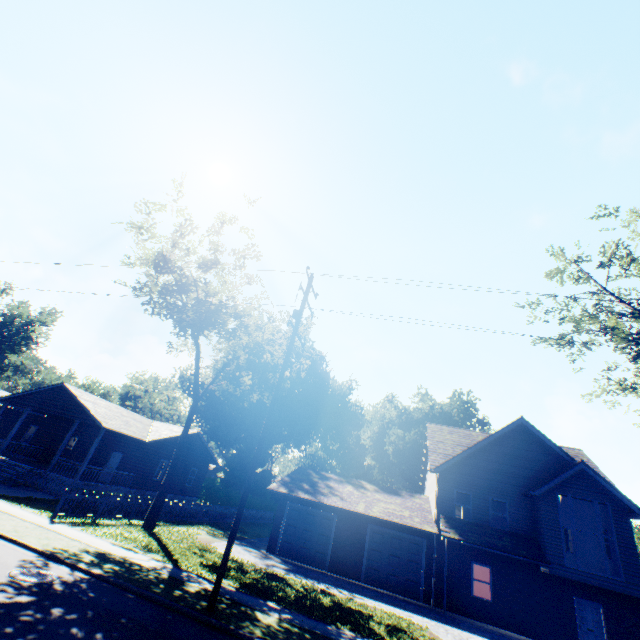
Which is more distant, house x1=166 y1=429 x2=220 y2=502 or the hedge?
the hedge

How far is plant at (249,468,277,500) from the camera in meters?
46.1 m

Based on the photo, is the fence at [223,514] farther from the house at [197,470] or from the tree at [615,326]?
the tree at [615,326]

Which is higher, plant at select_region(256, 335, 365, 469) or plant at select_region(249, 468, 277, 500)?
plant at select_region(256, 335, 365, 469)

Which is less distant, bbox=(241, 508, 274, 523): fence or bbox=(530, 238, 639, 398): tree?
bbox=(530, 238, 639, 398): tree

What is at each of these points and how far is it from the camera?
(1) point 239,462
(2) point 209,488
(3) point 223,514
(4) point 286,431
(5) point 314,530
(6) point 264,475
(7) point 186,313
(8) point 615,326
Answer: (1) plant, 46.9 meters
(2) hedge, 43.1 meters
(3) fence, 28.5 meters
(4) plant, 52.2 meters
(5) garage door, 20.6 meters
(6) plant, 47.0 meters
(7) tree, 19.7 meters
(8) tree, 17.2 meters

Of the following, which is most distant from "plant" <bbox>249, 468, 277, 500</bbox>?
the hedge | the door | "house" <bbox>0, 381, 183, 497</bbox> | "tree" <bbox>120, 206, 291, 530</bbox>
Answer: the door

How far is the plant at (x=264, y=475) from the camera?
46.12m
